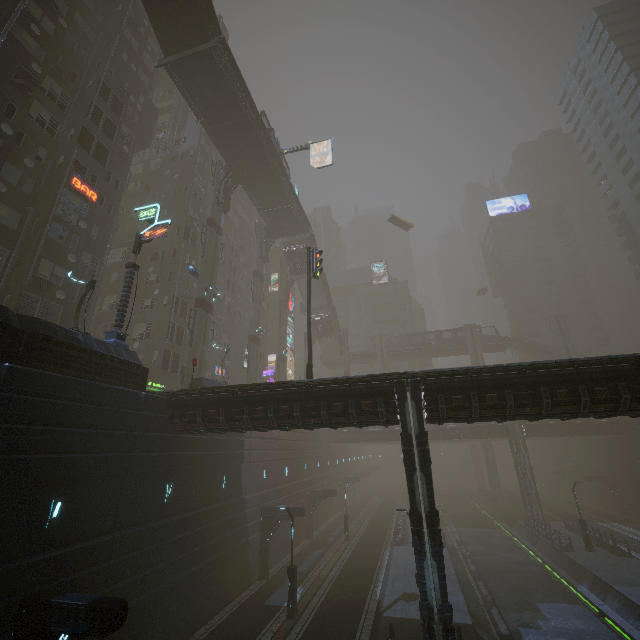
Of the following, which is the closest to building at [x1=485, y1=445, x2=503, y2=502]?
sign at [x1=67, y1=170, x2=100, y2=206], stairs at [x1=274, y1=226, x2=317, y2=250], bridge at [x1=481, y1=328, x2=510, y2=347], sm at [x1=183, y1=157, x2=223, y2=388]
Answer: bridge at [x1=481, y1=328, x2=510, y2=347]

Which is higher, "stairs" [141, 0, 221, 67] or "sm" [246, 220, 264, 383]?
"stairs" [141, 0, 221, 67]

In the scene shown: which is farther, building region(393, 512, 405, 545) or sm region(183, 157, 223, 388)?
building region(393, 512, 405, 545)

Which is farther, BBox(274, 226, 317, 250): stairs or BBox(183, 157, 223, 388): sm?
BBox(274, 226, 317, 250): stairs

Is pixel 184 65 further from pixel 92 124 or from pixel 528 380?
pixel 528 380

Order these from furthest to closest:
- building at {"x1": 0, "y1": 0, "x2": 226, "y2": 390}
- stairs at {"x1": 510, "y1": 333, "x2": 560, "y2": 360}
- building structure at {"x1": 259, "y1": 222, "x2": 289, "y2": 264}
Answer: Result:
1. stairs at {"x1": 510, "y1": 333, "x2": 560, "y2": 360}
2. building structure at {"x1": 259, "y1": 222, "x2": 289, "y2": 264}
3. building at {"x1": 0, "y1": 0, "x2": 226, "y2": 390}

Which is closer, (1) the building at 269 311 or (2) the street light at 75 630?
(2) the street light at 75 630

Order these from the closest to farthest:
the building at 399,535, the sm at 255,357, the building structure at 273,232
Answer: the building at 399,535
the sm at 255,357
the building structure at 273,232
